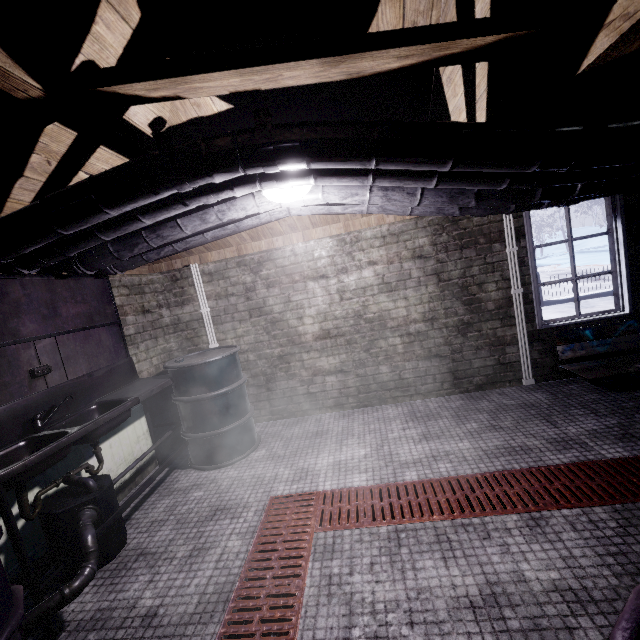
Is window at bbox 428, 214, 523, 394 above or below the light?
below

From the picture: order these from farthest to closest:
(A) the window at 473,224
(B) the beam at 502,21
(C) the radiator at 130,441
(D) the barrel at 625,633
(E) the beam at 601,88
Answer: (A) the window at 473,224 < (C) the radiator at 130,441 < (E) the beam at 601,88 < (B) the beam at 502,21 < (D) the barrel at 625,633

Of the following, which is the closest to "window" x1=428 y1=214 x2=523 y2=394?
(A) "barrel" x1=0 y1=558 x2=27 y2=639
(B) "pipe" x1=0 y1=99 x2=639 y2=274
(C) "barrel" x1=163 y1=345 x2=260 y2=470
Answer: (B) "pipe" x1=0 y1=99 x2=639 y2=274

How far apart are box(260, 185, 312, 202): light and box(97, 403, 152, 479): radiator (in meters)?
2.34

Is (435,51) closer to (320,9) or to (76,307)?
(320,9)

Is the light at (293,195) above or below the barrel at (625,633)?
above

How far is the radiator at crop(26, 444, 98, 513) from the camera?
2.1 meters

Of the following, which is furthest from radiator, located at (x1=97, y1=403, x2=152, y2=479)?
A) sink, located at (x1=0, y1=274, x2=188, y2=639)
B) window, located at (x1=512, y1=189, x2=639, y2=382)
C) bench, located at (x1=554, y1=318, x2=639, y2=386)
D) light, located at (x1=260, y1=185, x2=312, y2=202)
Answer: bench, located at (x1=554, y1=318, x2=639, y2=386)
